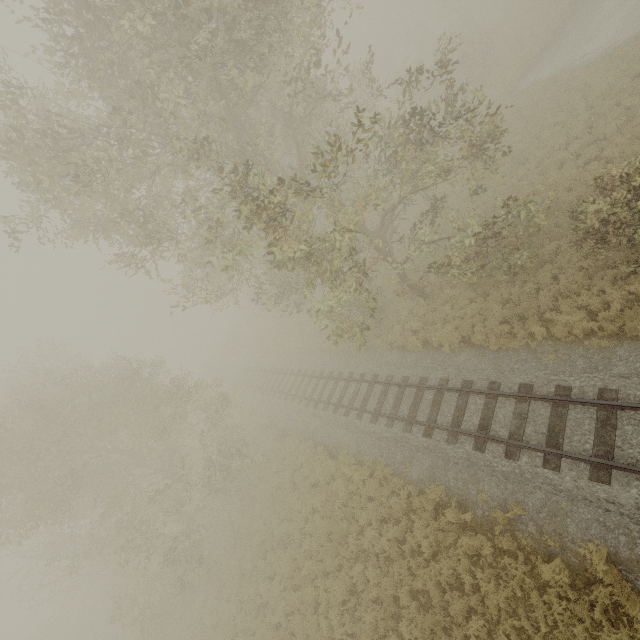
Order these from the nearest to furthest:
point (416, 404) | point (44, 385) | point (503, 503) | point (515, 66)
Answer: point (503, 503) < point (416, 404) < point (44, 385) < point (515, 66)
